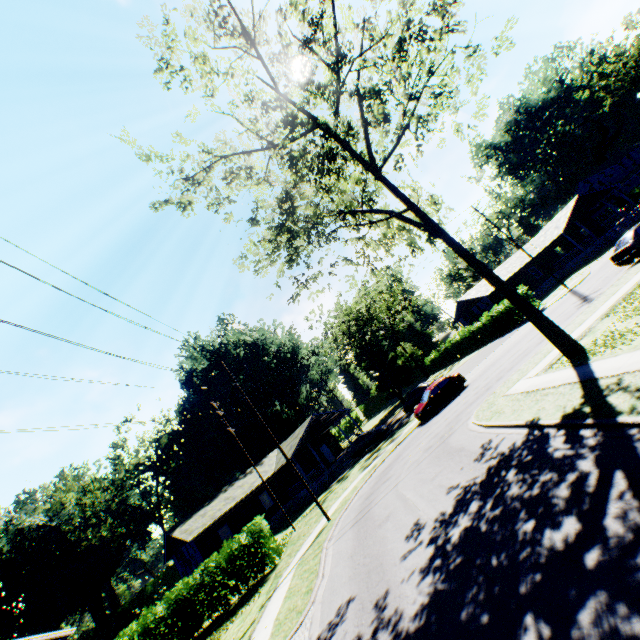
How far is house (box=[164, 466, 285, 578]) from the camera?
29.50m

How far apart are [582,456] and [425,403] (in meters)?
17.81

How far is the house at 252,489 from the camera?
29.5m

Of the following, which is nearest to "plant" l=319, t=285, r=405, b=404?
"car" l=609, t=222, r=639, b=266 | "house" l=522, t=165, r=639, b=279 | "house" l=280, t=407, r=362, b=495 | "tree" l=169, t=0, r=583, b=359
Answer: "tree" l=169, t=0, r=583, b=359

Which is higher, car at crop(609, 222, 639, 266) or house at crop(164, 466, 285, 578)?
house at crop(164, 466, 285, 578)

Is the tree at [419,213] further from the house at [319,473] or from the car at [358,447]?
the house at [319,473]

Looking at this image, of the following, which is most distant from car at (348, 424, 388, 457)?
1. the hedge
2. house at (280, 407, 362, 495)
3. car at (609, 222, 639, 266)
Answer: car at (609, 222, 639, 266)

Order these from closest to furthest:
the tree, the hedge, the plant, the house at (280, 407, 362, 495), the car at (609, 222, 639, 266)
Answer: the tree, the hedge, the car at (609, 222, 639, 266), the house at (280, 407, 362, 495), the plant
